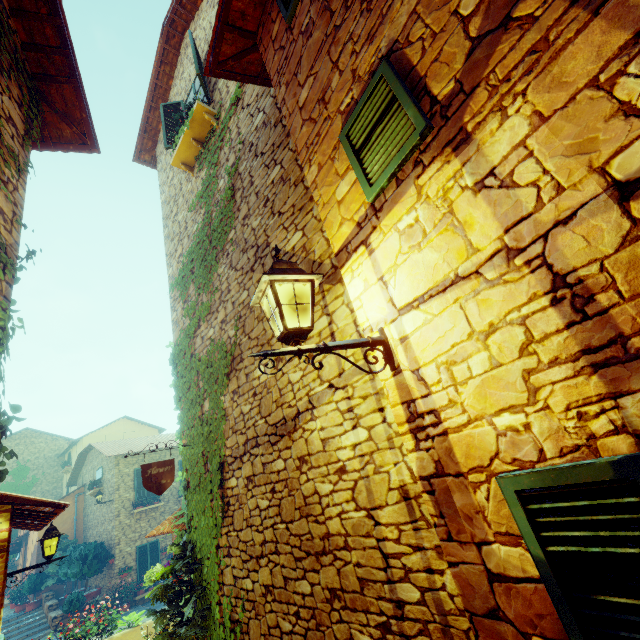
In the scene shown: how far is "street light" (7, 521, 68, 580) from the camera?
5.8m

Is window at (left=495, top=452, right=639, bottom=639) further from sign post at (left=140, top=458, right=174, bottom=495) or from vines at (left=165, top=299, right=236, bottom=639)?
vines at (left=165, top=299, right=236, bottom=639)

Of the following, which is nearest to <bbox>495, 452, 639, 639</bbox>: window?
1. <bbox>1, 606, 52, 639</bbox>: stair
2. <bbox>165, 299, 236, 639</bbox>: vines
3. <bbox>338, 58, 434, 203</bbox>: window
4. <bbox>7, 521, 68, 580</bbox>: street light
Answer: <bbox>338, 58, 434, 203</bbox>: window

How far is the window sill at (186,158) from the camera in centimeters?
627cm

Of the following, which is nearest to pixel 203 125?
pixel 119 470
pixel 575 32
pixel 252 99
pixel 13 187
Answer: pixel 252 99

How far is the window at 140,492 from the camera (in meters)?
17.50

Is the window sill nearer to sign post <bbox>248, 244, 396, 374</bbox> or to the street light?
sign post <bbox>248, 244, 396, 374</bbox>

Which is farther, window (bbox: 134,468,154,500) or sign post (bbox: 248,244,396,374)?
window (bbox: 134,468,154,500)
